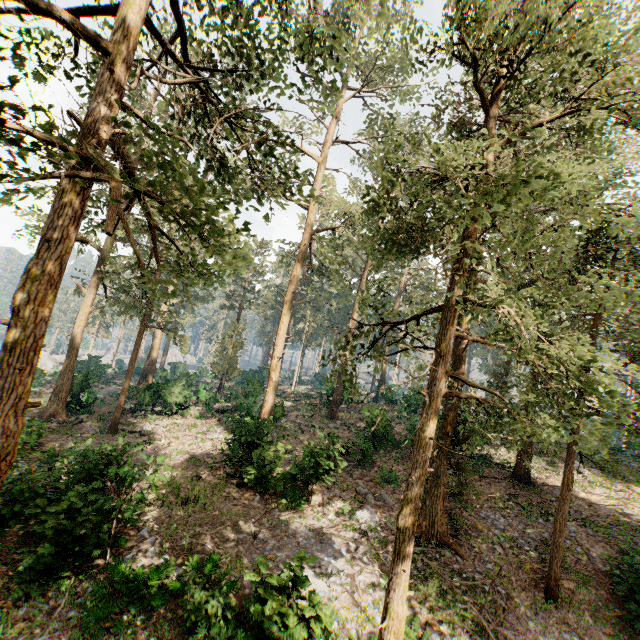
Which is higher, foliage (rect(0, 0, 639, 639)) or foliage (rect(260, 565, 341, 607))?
foliage (rect(0, 0, 639, 639))

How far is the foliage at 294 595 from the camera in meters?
7.4 m

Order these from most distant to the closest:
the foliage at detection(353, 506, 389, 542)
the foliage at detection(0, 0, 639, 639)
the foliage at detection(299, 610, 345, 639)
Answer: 1. the foliage at detection(353, 506, 389, 542)
2. the foliage at detection(299, 610, 345, 639)
3. the foliage at detection(0, 0, 639, 639)

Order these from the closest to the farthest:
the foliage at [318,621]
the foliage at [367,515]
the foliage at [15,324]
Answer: the foliage at [15,324], the foliage at [318,621], the foliage at [367,515]

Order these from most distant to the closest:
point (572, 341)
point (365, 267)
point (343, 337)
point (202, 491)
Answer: point (343, 337)
point (572, 341)
point (365, 267)
point (202, 491)

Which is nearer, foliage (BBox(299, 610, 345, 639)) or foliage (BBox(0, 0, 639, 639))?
foliage (BBox(0, 0, 639, 639))
